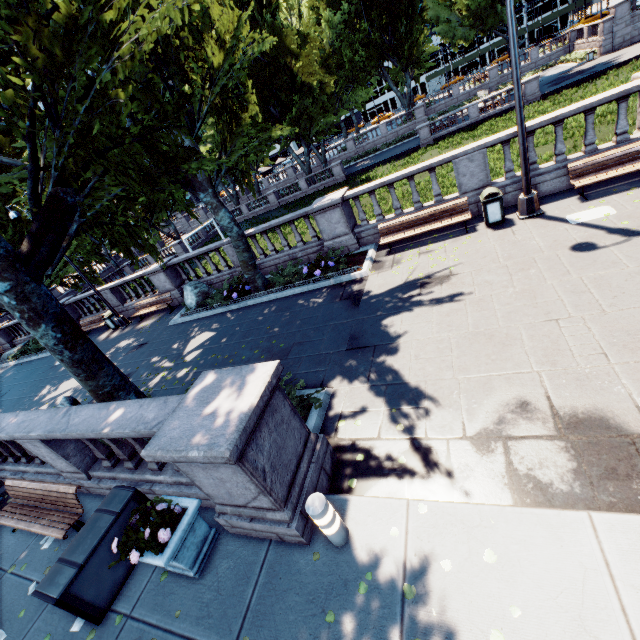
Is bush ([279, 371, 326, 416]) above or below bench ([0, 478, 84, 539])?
Result: below

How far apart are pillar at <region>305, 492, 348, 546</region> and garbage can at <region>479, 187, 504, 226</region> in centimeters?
928cm

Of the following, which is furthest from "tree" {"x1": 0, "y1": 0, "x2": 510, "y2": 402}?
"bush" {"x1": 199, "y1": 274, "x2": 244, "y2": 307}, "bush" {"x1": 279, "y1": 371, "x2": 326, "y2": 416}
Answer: "bush" {"x1": 199, "y1": 274, "x2": 244, "y2": 307}

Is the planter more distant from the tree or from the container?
the tree

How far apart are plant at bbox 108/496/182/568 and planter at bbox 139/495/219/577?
0.0 meters

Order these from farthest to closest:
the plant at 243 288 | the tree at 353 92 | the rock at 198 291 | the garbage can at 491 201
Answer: the rock at 198 291 < the plant at 243 288 < the garbage can at 491 201 < the tree at 353 92

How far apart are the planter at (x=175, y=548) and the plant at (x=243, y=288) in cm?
908

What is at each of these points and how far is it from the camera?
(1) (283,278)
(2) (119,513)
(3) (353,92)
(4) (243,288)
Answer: (1) bush, 13.0m
(2) container, 5.1m
(3) tree, 46.3m
(4) plant, 13.7m
